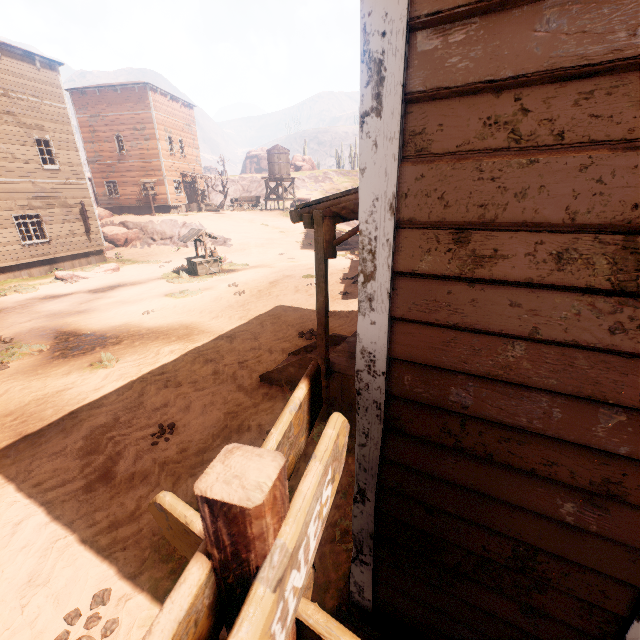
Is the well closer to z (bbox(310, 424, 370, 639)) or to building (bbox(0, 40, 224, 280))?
z (bbox(310, 424, 370, 639))

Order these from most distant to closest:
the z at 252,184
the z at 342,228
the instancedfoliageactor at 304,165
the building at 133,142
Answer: the instancedfoliageactor at 304,165 → the z at 252,184 → the z at 342,228 → the building at 133,142

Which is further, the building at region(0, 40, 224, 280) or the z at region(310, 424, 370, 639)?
the building at region(0, 40, 224, 280)

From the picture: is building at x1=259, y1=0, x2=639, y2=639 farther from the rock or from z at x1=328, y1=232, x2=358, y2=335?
the rock

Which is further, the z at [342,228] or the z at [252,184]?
the z at [252,184]

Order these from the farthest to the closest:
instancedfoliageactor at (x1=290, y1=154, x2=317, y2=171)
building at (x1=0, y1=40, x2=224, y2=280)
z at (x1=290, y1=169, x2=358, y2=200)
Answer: instancedfoliageactor at (x1=290, y1=154, x2=317, y2=171)
z at (x1=290, y1=169, x2=358, y2=200)
building at (x1=0, y1=40, x2=224, y2=280)

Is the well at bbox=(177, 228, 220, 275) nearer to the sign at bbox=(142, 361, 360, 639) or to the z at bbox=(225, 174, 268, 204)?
the z at bbox=(225, 174, 268, 204)

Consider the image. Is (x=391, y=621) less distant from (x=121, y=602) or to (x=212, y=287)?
(x=121, y=602)
